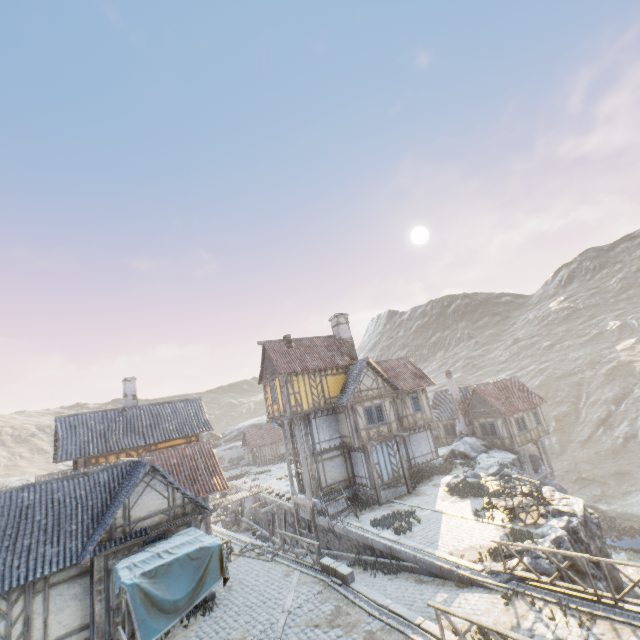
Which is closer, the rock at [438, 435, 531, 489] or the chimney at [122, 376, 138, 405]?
the rock at [438, 435, 531, 489]

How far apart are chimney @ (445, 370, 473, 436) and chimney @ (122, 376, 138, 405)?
29.6 meters

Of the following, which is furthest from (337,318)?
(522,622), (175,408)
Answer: (522,622)

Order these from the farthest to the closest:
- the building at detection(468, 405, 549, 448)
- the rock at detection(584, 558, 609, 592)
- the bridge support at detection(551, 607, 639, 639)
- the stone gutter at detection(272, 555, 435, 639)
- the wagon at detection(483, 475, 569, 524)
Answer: the building at detection(468, 405, 549, 448)
the wagon at detection(483, 475, 569, 524)
the rock at detection(584, 558, 609, 592)
the stone gutter at detection(272, 555, 435, 639)
the bridge support at detection(551, 607, 639, 639)

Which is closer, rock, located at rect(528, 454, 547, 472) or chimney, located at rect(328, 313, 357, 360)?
chimney, located at rect(328, 313, 357, 360)

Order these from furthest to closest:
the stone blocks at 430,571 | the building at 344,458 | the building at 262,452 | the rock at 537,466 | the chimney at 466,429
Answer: the building at 262,452 < the chimney at 466,429 < the rock at 537,466 < the building at 344,458 < the stone blocks at 430,571

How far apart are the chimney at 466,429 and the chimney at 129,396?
29.6m

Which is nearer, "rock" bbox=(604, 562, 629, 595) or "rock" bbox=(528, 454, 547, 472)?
"rock" bbox=(604, 562, 629, 595)
